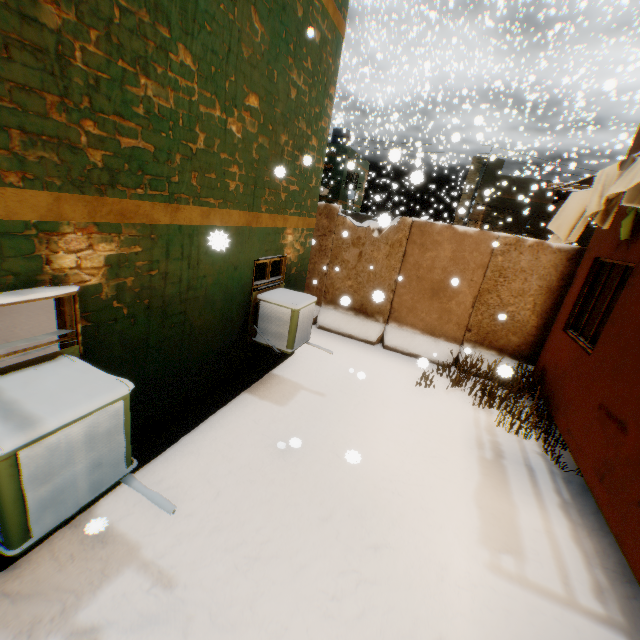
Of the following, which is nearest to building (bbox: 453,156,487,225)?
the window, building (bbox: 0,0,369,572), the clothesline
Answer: building (bbox: 0,0,369,572)

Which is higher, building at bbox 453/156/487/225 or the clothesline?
building at bbox 453/156/487/225

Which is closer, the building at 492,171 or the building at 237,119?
the building at 237,119

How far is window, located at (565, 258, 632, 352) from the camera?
5.25m

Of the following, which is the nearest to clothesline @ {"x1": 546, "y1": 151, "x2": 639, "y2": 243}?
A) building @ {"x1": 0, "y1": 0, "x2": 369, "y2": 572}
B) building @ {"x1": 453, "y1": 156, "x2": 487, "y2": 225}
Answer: building @ {"x1": 0, "y1": 0, "x2": 369, "y2": 572}

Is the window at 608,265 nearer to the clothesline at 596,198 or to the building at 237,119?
the building at 237,119

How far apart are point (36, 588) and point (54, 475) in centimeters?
146cm

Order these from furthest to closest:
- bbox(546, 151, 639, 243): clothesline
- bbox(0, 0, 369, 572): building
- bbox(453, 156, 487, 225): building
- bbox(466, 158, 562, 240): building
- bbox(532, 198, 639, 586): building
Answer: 1. bbox(453, 156, 487, 225): building
2. bbox(466, 158, 562, 240): building
3. bbox(532, 198, 639, 586): building
4. bbox(546, 151, 639, 243): clothesline
5. bbox(0, 0, 369, 572): building
